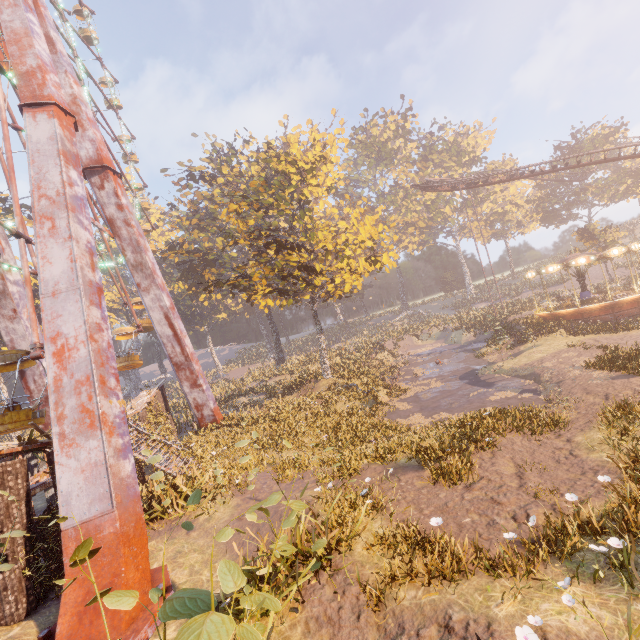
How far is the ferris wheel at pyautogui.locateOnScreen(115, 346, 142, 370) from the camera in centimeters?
2050cm

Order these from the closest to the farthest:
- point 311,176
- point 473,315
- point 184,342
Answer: point 184,342
point 311,176
point 473,315

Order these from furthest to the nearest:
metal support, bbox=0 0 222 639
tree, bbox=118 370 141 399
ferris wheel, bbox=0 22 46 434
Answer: tree, bbox=118 370 141 399 → ferris wheel, bbox=0 22 46 434 → metal support, bbox=0 0 222 639

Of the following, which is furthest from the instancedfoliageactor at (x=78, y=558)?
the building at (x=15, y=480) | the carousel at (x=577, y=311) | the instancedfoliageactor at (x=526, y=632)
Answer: the carousel at (x=577, y=311)

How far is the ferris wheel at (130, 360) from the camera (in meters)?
20.50

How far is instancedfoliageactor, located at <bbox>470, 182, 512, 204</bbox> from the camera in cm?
5412

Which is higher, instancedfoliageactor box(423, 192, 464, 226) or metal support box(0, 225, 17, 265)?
instancedfoliageactor box(423, 192, 464, 226)
